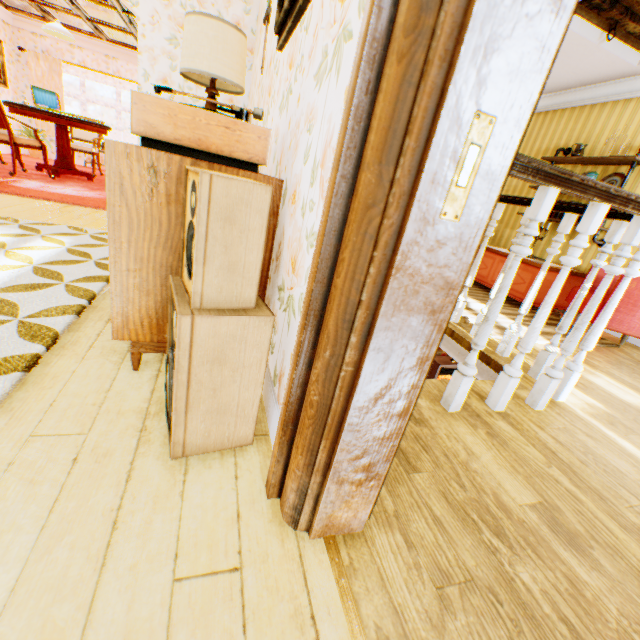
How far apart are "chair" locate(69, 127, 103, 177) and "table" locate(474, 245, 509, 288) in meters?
8.3 m

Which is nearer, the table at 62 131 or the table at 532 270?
the table at 532 270

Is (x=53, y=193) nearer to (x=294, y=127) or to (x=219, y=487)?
(x=294, y=127)

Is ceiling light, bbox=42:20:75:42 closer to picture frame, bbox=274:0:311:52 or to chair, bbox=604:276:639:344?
picture frame, bbox=274:0:311:52

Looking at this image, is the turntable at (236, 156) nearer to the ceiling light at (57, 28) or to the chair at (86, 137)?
the ceiling light at (57, 28)

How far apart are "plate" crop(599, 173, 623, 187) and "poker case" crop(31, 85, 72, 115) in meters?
9.5 m

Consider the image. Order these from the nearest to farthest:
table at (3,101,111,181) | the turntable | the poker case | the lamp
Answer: the turntable
the lamp
table at (3,101,111,181)
the poker case

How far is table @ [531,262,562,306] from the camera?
4.2m
